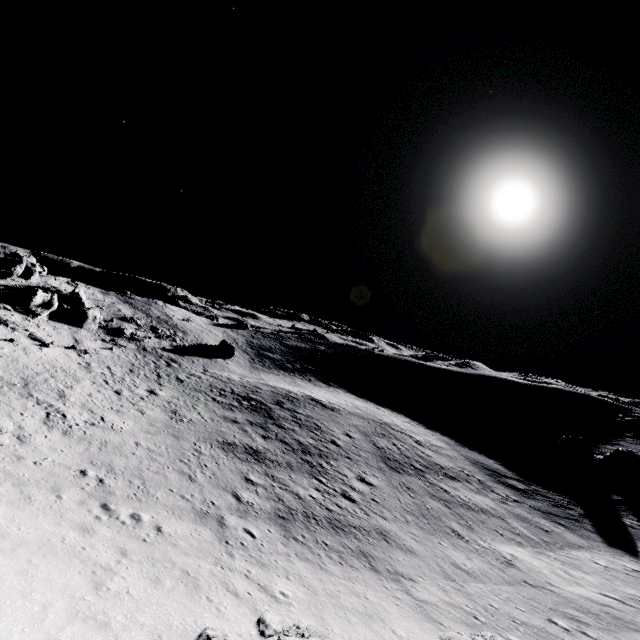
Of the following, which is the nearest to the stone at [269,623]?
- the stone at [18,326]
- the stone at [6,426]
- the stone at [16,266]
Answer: the stone at [6,426]

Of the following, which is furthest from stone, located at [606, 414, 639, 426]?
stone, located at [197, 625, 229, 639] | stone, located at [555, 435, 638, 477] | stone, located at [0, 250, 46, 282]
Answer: stone, located at [0, 250, 46, 282]

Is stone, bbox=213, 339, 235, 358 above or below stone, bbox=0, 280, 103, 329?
below

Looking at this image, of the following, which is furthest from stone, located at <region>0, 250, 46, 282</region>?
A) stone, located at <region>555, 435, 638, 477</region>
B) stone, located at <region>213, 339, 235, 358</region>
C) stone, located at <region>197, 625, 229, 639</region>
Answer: stone, located at <region>555, 435, 638, 477</region>

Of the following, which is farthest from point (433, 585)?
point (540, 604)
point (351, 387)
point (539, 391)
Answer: point (539, 391)

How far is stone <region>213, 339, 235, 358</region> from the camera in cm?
5228

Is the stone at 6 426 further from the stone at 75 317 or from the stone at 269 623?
the stone at 75 317

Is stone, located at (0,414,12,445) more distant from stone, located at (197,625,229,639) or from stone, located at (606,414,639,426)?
stone, located at (606,414,639,426)
